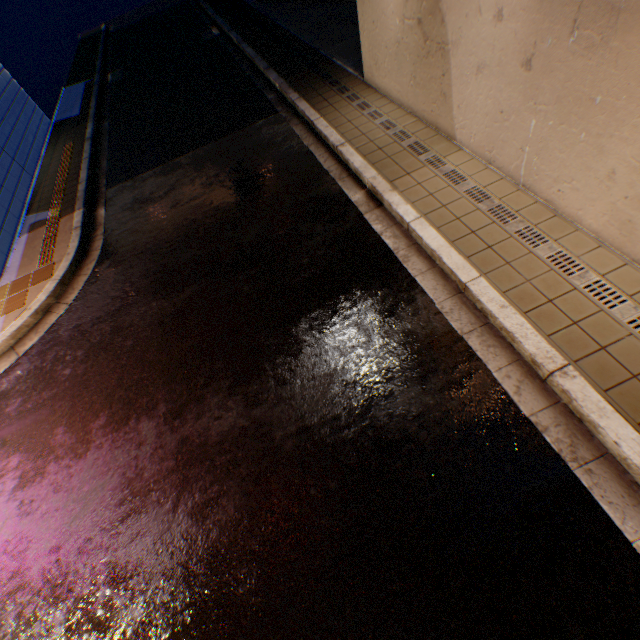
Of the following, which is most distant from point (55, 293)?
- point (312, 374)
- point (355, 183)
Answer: point (355, 183)
